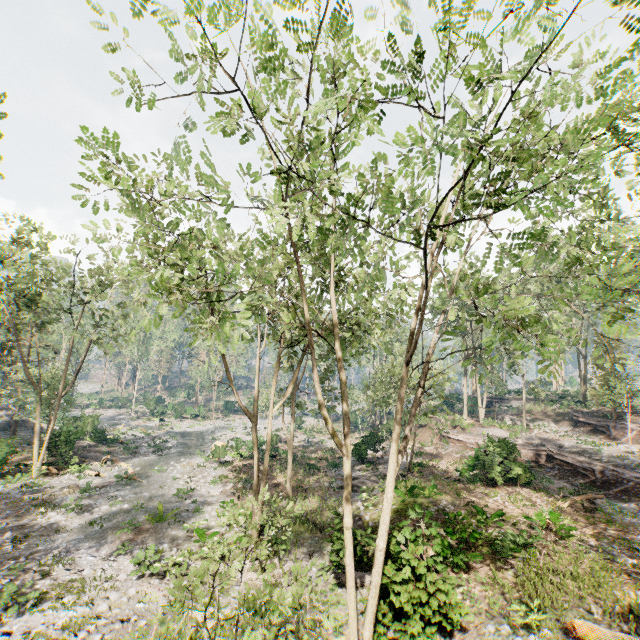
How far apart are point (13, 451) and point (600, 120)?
35.9m

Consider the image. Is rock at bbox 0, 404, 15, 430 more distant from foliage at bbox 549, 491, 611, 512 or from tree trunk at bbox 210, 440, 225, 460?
tree trunk at bbox 210, 440, 225, 460

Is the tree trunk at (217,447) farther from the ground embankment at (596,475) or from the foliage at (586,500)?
the ground embankment at (596,475)

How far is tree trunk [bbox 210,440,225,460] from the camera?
29.11m

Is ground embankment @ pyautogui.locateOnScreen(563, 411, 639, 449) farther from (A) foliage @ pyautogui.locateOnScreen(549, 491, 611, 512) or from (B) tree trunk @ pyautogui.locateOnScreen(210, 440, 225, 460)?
(B) tree trunk @ pyautogui.locateOnScreen(210, 440, 225, 460)

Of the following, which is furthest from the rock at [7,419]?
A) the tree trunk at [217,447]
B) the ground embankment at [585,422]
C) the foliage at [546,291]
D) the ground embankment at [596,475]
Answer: the ground embankment at [585,422]

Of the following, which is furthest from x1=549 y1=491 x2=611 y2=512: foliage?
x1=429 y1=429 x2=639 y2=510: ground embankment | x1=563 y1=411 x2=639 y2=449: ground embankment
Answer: x1=429 y1=429 x2=639 y2=510: ground embankment

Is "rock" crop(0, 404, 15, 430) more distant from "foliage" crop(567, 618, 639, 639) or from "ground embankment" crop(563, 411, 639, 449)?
"ground embankment" crop(563, 411, 639, 449)
